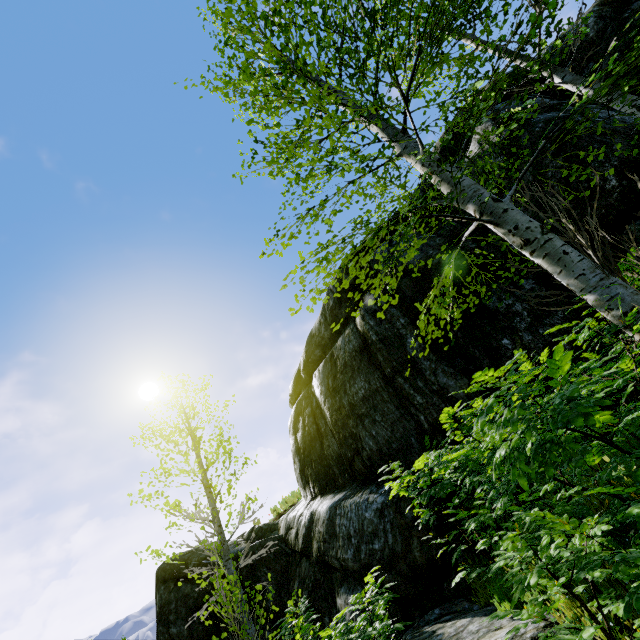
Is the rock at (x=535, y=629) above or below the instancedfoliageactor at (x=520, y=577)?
below

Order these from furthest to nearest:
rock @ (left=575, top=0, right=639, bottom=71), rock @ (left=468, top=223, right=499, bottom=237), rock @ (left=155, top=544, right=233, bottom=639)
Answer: rock @ (left=155, top=544, right=233, bottom=639) < rock @ (left=468, top=223, right=499, bottom=237) < rock @ (left=575, top=0, right=639, bottom=71)

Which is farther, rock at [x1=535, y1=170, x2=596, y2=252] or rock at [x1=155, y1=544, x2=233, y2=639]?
rock at [x1=155, y1=544, x2=233, y2=639]

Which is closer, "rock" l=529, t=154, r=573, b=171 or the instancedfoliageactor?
the instancedfoliageactor

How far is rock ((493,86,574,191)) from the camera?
5.2 meters

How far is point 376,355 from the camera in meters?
7.1

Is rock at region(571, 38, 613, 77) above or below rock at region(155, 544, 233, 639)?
above

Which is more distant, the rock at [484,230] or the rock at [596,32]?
the rock at [484,230]
